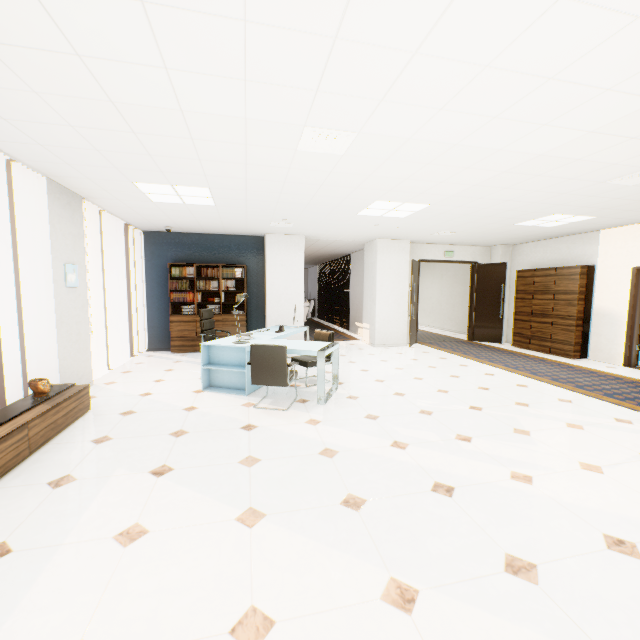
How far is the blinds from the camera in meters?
12.8

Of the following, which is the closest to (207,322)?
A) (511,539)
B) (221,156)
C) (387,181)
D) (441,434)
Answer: (221,156)

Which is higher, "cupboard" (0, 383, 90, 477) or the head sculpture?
the head sculpture

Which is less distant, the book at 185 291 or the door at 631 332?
the door at 631 332

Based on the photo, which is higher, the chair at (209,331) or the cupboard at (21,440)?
the chair at (209,331)

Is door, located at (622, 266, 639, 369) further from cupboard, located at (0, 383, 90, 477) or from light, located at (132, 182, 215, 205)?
cupboard, located at (0, 383, 90, 477)

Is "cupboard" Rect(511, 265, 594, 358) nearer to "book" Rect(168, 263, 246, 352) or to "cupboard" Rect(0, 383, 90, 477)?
"book" Rect(168, 263, 246, 352)

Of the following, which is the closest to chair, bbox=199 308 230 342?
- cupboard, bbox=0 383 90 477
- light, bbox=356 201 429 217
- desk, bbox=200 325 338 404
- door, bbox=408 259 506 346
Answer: desk, bbox=200 325 338 404
